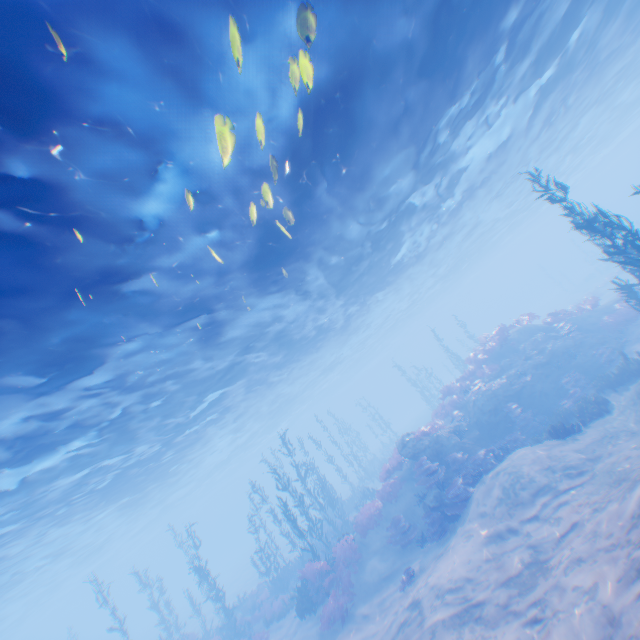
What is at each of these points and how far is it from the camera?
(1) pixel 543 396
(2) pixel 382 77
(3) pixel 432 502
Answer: (1) rock, 17.5m
(2) light, 8.9m
(3) rock, 13.6m

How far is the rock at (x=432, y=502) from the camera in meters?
13.4

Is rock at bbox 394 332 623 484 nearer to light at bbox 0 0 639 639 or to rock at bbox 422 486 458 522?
rock at bbox 422 486 458 522

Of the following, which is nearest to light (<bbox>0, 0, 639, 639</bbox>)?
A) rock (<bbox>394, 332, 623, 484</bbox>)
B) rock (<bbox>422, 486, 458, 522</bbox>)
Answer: rock (<bbox>394, 332, 623, 484</bbox>)

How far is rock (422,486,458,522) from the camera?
13.38m

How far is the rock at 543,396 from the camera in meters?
16.4 m

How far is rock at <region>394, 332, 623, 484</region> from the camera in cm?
1641
